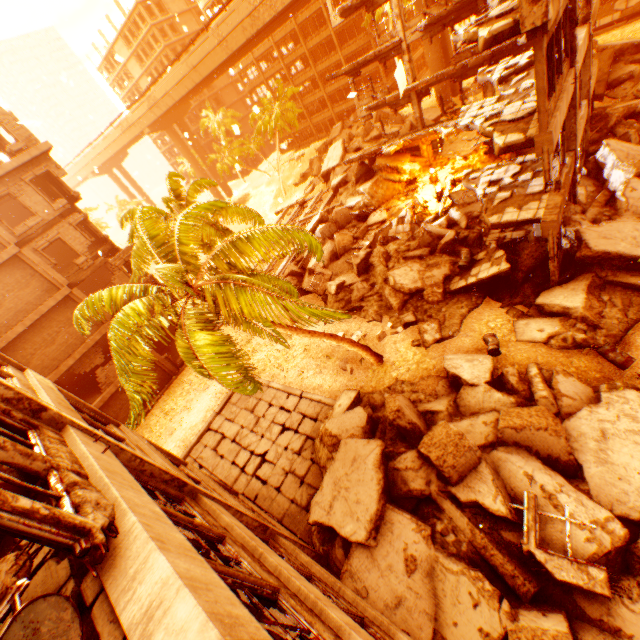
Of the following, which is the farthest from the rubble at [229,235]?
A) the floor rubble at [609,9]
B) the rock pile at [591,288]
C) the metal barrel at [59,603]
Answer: the metal barrel at [59,603]

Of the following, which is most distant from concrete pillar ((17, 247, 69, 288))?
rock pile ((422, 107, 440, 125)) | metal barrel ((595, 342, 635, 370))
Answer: rock pile ((422, 107, 440, 125))

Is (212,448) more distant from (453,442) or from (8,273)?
(8,273)

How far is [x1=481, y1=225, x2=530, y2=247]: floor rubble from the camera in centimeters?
1561cm

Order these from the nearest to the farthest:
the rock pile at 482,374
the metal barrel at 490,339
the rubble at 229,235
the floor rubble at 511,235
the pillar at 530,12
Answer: the rock pile at 482,374 → the pillar at 530,12 → the rubble at 229,235 → the metal barrel at 490,339 → the floor rubble at 511,235

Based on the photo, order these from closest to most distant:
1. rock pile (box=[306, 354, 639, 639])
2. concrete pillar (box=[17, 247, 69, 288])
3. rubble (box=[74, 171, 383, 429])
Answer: rock pile (box=[306, 354, 639, 639])
rubble (box=[74, 171, 383, 429])
concrete pillar (box=[17, 247, 69, 288])

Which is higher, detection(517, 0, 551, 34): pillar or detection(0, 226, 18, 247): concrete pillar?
detection(0, 226, 18, 247): concrete pillar

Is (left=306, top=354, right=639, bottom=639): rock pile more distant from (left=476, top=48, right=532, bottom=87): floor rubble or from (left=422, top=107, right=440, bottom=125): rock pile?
(left=476, top=48, right=532, bottom=87): floor rubble
